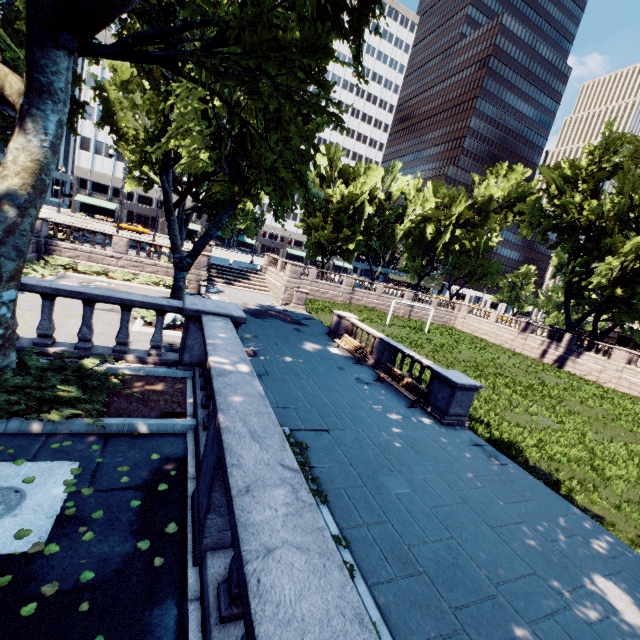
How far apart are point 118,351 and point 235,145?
5.9m

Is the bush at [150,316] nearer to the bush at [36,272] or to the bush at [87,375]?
the bush at [36,272]

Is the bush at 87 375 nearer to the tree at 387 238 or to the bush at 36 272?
the tree at 387 238

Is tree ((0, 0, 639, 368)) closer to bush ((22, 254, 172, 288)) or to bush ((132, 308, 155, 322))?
bush ((132, 308, 155, 322))

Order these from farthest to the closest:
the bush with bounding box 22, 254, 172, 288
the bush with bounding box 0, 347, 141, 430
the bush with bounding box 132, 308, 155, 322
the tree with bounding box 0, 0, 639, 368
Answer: the bush with bounding box 22, 254, 172, 288 → the bush with bounding box 132, 308, 155, 322 → the tree with bounding box 0, 0, 639, 368 → the bush with bounding box 0, 347, 141, 430

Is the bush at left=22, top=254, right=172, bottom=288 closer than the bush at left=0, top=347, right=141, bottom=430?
No

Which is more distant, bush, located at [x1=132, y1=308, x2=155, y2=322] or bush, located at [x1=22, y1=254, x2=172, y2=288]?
bush, located at [x1=22, y1=254, x2=172, y2=288]

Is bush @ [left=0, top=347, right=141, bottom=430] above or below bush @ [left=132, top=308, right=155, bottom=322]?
above
